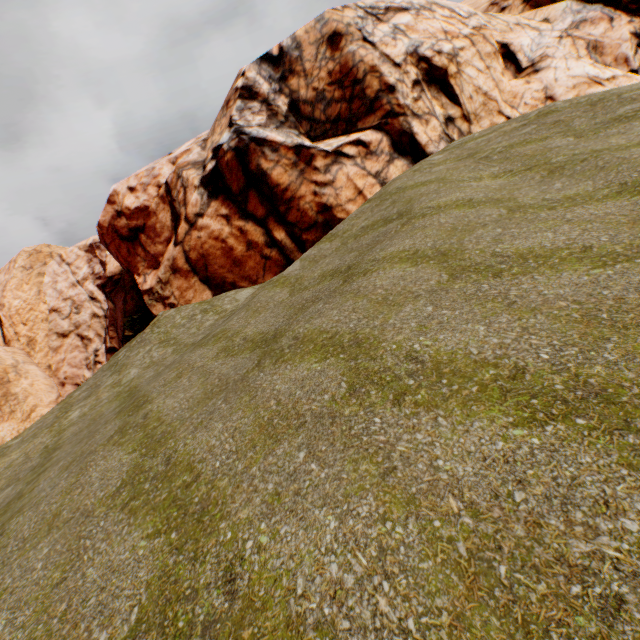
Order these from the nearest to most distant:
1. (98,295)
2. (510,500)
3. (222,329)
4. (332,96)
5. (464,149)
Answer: (510,500) → (222,329) → (464,149) → (332,96) → (98,295)
